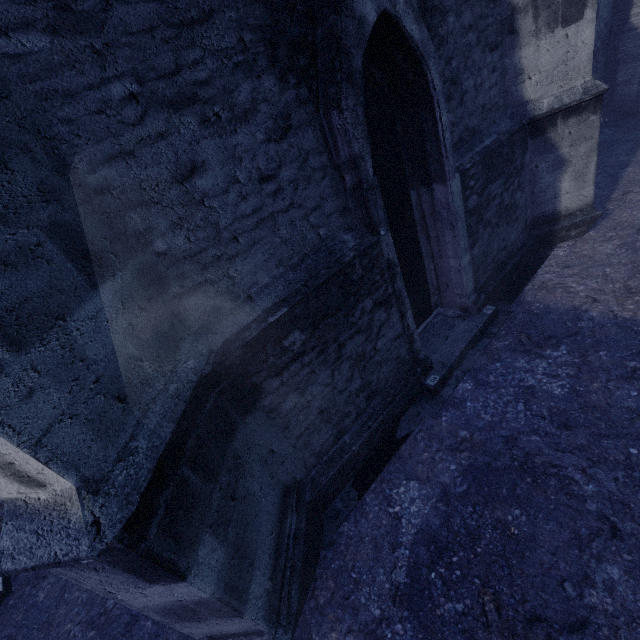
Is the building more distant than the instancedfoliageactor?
No

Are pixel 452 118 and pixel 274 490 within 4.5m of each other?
no

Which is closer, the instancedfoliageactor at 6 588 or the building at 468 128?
the building at 468 128

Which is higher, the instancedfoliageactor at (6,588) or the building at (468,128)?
the building at (468,128)

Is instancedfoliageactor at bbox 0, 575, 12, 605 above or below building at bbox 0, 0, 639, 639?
below
